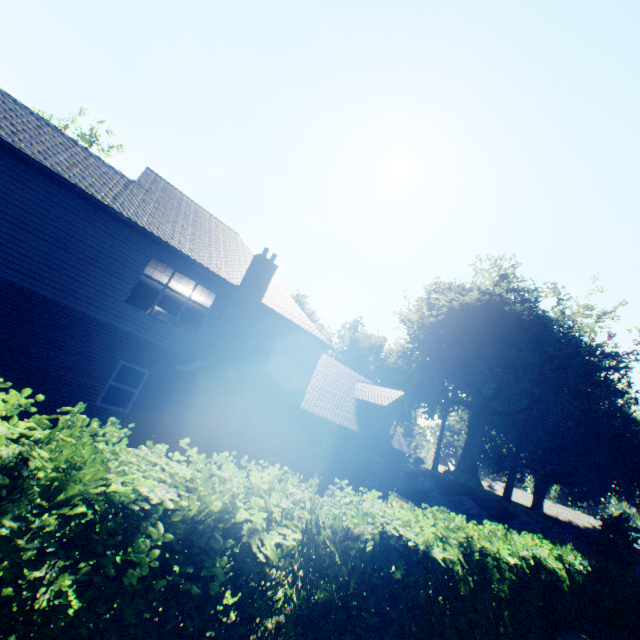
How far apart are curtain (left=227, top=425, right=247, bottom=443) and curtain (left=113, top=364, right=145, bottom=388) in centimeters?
392cm

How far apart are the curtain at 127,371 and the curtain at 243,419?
3.9 meters

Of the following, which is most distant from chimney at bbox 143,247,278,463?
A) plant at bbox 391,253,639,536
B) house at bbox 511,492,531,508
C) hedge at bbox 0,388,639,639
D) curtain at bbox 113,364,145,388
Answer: house at bbox 511,492,531,508

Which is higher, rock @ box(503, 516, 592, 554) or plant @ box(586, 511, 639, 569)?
plant @ box(586, 511, 639, 569)

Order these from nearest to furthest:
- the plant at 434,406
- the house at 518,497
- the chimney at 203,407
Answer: the chimney at 203,407 → the plant at 434,406 → the house at 518,497

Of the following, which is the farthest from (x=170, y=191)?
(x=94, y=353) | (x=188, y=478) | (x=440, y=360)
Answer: (x=440, y=360)

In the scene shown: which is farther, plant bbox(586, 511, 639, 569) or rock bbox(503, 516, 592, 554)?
rock bbox(503, 516, 592, 554)
